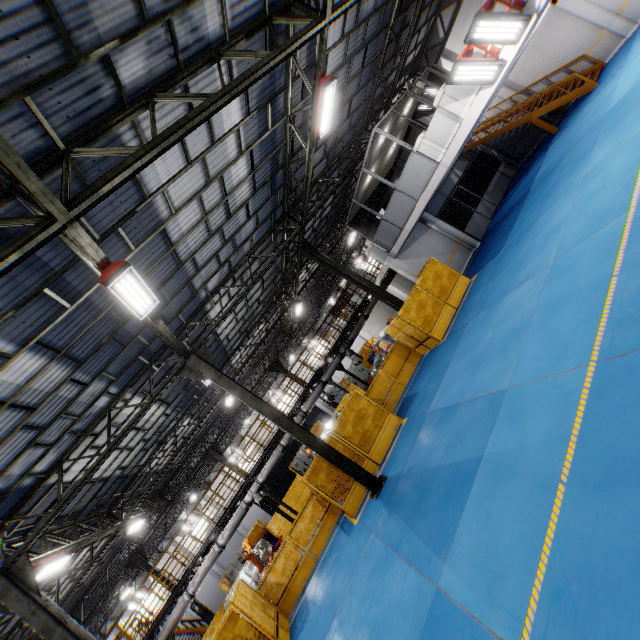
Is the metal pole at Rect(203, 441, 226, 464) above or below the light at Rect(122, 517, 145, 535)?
below

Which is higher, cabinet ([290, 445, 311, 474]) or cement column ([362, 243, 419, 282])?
cement column ([362, 243, 419, 282])

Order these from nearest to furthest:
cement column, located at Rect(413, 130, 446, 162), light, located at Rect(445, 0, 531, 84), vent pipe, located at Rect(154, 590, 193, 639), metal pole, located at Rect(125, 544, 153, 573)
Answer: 1. light, located at Rect(445, 0, 531, 84)
2. cement column, located at Rect(413, 130, 446, 162)
3. vent pipe, located at Rect(154, 590, 193, 639)
4. metal pole, located at Rect(125, 544, 153, 573)

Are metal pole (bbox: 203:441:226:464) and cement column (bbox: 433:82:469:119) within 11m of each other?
no

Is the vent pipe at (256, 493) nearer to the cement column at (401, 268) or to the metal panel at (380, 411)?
the cement column at (401, 268)

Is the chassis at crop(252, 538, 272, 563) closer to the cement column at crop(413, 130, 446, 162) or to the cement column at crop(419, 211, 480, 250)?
the cement column at crop(419, 211, 480, 250)

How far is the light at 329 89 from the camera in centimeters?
884cm

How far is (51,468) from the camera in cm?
994
